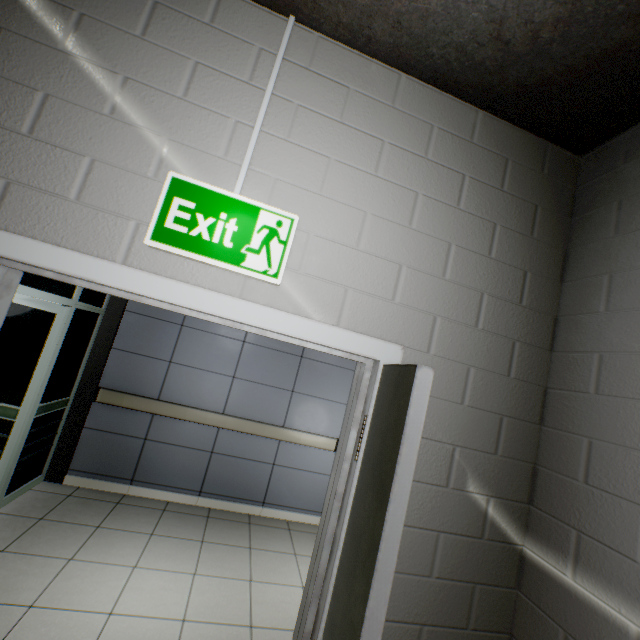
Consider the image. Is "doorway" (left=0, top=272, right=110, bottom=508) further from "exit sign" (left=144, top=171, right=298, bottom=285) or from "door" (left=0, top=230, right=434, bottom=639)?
"exit sign" (left=144, top=171, right=298, bottom=285)

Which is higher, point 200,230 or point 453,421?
point 200,230

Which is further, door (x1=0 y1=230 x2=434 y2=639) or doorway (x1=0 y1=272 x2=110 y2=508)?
doorway (x1=0 y1=272 x2=110 y2=508)

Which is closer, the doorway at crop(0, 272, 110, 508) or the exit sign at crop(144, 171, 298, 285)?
the exit sign at crop(144, 171, 298, 285)

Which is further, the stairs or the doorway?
the doorway

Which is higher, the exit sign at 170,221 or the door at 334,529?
the exit sign at 170,221

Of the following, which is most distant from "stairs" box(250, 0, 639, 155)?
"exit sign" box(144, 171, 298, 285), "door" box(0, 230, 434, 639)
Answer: "exit sign" box(144, 171, 298, 285)

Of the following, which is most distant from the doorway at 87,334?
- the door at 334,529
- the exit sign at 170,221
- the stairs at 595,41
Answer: the exit sign at 170,221
